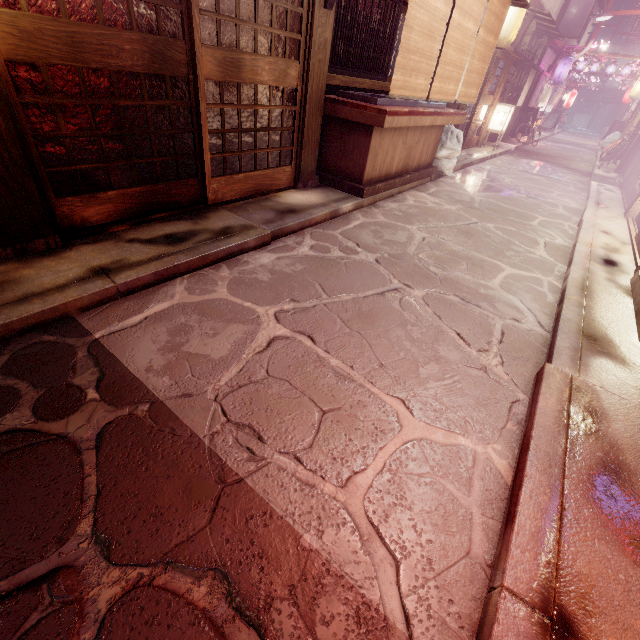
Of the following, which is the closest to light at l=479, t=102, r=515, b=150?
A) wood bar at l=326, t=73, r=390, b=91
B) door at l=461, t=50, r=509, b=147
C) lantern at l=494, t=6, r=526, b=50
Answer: door at l=461, t=50, r=509, b=147

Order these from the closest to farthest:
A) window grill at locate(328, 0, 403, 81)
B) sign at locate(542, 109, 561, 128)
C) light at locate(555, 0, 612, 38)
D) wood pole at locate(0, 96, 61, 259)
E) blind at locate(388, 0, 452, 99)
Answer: wood pole at locate(0, 96, 61, 259), blind at locate(388, 0, 452, 99), window grill at locate(328, 0, 403, 81), light at locate(555, 0, 612, 38), sign at locate(542, 109, 561, 128)

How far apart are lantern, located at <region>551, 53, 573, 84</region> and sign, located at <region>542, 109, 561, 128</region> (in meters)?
16.05

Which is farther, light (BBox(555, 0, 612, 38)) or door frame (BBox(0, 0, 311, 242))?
light (BBox(555, 0, 612, 38))

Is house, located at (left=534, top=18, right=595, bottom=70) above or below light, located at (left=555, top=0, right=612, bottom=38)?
below

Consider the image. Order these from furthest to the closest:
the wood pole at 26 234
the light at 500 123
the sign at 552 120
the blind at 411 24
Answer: the sign at 552 120, the light at 500 123, the blind at 411 24, the wood pole at 26 234

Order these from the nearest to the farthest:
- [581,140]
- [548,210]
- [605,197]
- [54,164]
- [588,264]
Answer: [54,164] < [588,264] < [548,210] < [605,197] < [581,140]

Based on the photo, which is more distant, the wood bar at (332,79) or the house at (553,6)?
the house at (553,6)
